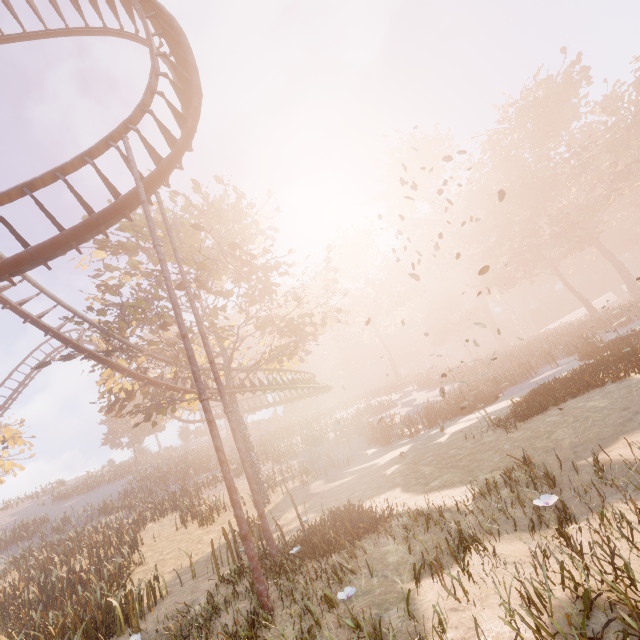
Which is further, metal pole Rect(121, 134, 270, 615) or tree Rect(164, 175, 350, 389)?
tree Rect(164, 175, 350, 389)

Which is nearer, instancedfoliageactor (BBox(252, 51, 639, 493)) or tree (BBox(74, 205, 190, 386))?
tree (BBox(74, 205, 190, 386))

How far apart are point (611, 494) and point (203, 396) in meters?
7.2

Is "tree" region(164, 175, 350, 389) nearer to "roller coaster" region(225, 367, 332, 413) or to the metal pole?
"roller coaster" region(225, 367, 332, 413)

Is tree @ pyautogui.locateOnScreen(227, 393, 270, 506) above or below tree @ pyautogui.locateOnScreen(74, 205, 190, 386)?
below

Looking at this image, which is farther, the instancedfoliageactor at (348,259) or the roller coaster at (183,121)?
the instancedfoliageactor at (348,259)

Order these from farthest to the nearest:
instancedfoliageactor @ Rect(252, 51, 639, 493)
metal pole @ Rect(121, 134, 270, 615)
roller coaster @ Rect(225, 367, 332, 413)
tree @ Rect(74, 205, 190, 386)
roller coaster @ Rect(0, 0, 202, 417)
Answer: roller coaster @ Rect(225, 367, 332, 413) → instancedfoliageactor @ Rect(252, 51, 639, 493) → tree @ Rect(74, 205, 190, 386) → roller coaster @ Rect(0, 0, 202, 417) → metal pole @ Rect(121, 134, 270, 615)

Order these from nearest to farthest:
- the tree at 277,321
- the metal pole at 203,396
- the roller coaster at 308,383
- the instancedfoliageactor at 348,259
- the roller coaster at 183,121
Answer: the metal pole at 203,396 → the roller coaster at 183,121 → the tree at 277,321 → the instancedfoliageactor at 348,259 → the roller coaster at 308,383
